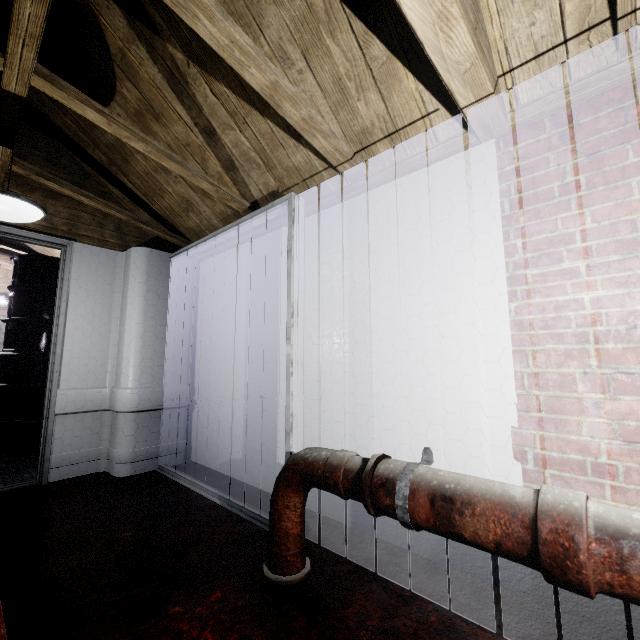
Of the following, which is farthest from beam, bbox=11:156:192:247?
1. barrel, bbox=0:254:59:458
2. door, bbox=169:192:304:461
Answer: barrel, bbox=0:254:59:458

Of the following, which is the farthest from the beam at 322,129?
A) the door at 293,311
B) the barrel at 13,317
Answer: the barrel at 13,317

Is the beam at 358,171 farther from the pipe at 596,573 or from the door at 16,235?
the pipe at 596,573

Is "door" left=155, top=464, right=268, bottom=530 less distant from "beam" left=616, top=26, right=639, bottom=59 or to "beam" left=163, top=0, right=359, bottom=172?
"beam" left=163, top=0, right=359, bottom=172

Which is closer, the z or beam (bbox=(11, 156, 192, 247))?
the z

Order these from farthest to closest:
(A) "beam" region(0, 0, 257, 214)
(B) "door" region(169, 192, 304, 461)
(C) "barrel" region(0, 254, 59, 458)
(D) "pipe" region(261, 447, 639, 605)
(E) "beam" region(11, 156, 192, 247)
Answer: (C) "barrel" region(0, 254, 59, 458)
(E) "beam" region(11, 156, 192, 247)
(B) "door" region(169, 192, 304, 461)
(A) "beam" region(0, 0, 257, 214)
(D) "pipe" region(261, 447, 639, 605)

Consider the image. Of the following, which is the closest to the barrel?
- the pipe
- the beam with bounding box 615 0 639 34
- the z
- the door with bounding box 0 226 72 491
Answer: the door with bounding box 0 226 72 491

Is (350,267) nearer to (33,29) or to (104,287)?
(33,29)
